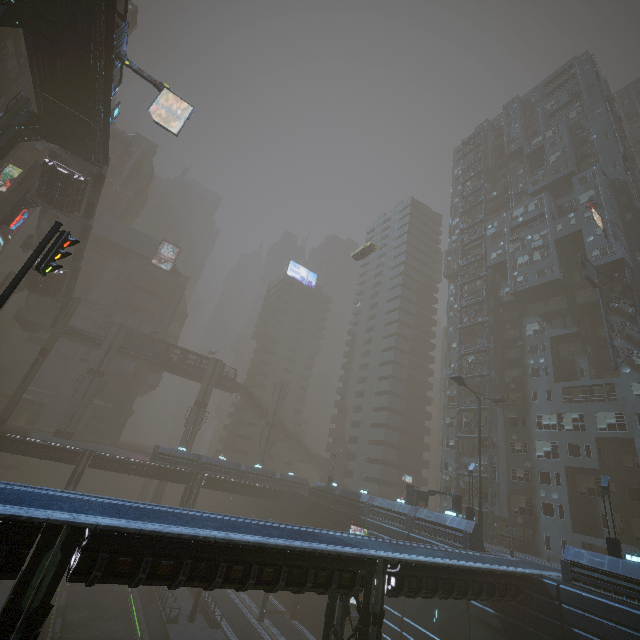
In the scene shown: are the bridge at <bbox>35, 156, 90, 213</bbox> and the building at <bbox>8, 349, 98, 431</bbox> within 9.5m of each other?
no

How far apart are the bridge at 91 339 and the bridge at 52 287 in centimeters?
765cm

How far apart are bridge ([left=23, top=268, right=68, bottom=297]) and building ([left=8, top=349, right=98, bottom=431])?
24.0m

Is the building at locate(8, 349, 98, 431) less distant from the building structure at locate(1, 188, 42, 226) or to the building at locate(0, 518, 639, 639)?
the building at locate(0, 518, 639, 639)

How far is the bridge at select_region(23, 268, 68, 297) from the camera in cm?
4038

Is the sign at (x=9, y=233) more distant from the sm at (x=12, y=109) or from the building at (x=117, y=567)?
the sm at (x=12, y=109)

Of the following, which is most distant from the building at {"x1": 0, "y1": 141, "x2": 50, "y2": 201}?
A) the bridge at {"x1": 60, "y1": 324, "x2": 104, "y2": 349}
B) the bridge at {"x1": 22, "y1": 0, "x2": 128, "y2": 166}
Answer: the bridge at {"x1": 22, "y1": 0, "x2": 128, "y2": 166}

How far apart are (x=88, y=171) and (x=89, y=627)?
43.67m
